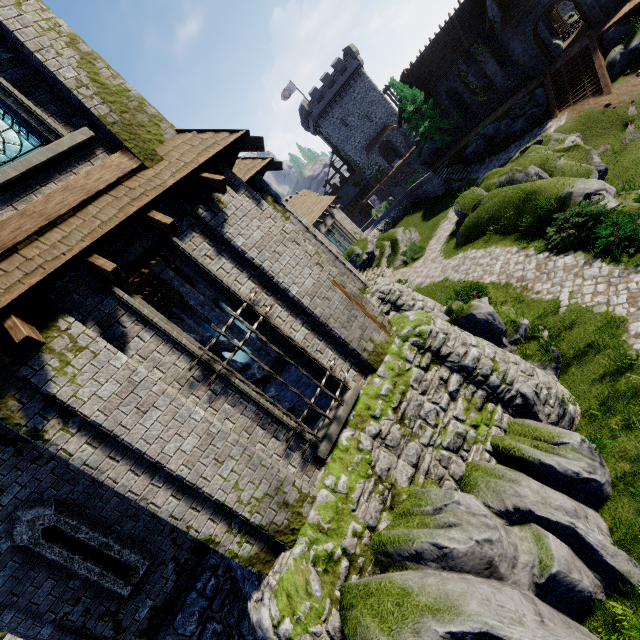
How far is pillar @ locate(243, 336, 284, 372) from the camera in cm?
1446

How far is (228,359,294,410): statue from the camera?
8.4 meters

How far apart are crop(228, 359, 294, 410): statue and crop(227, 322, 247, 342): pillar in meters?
5.1 m

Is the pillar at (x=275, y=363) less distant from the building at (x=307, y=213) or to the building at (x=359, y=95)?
the building at (x=307, y=213)

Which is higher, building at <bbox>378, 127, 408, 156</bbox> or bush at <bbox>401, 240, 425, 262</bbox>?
building at <bbox>378, 127, 408, 156</bbox>

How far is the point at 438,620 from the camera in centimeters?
445cm

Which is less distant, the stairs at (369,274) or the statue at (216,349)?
the statue at (216,349)

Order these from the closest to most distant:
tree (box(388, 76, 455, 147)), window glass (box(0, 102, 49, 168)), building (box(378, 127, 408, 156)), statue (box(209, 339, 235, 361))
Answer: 1. window glass (box(0, 102, 49, 168))
2. statue (box(209, 339, 235, 361))
3. tree (box(388, 76, 455, 147))
4. building (box(378, 127, 408, 156))
